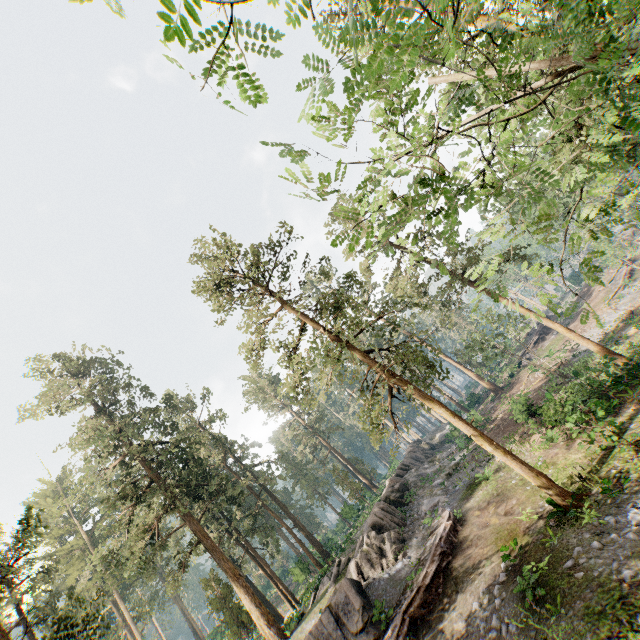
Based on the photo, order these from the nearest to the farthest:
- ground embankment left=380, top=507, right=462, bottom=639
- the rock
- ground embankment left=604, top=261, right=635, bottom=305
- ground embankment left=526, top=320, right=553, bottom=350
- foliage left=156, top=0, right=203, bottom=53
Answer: foliage left=156, top=0, right=203, bottom=53 < ground embankment left=380, top=507, right=462, bottom=639 < the rock < ground embankment left=604, top=261, right=635, bottom=305 < ground embankment left=526, top=320, right=553, bottom=350

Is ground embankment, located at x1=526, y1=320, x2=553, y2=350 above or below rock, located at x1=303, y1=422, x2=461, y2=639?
below

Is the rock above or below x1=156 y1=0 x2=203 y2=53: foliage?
below

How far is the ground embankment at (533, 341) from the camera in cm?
4581

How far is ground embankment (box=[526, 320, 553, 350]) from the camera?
45.8m

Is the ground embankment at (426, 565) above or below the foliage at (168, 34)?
below

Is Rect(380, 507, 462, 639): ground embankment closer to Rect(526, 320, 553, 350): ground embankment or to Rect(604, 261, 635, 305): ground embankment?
Rect(526, 320, 553, 350): ground embankment

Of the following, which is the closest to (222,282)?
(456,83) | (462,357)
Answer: (456,83)
